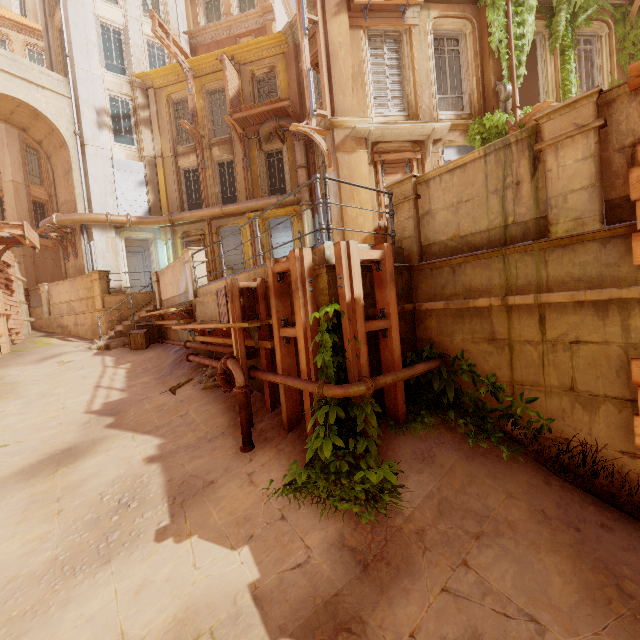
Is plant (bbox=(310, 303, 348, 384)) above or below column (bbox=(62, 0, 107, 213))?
below

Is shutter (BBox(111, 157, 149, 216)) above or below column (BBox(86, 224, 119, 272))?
above

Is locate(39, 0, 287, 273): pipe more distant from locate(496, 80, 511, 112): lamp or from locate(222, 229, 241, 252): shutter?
locate(496, 80, 511, 112): lamp

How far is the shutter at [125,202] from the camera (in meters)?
17.39

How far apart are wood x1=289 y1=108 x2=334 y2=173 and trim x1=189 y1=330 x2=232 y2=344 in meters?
5.9

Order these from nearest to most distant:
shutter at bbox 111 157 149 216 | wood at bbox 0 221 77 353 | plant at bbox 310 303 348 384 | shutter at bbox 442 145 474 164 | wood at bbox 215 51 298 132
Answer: plant at bbox 310 303 348 384 < shutter at bbox 442 145 474 164 < wood at bbox 0 221 77 353 < wood at bbox 215 51 298 132 < shutter at bbox 111 157 149 216

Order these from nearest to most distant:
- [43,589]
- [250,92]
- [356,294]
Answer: [43,589]
[356,294]
[250,92]

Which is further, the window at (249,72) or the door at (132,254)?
the door at (132,254)
